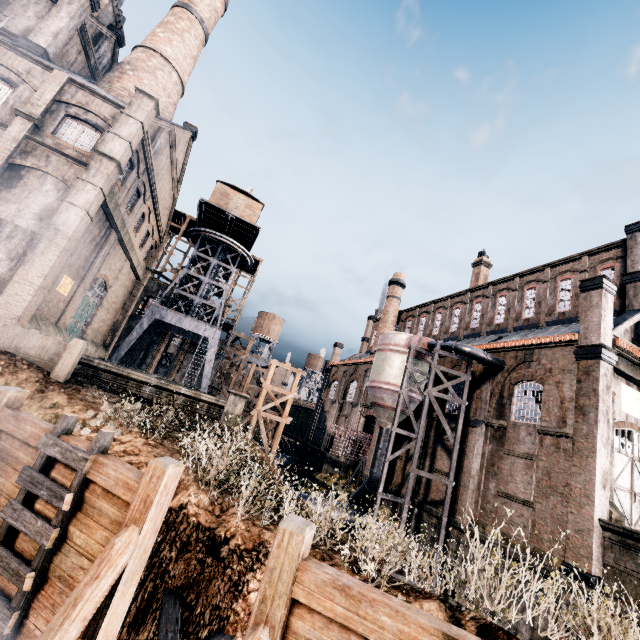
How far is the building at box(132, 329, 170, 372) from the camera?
40.3m

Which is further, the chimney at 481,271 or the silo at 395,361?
the chimney at 481,271

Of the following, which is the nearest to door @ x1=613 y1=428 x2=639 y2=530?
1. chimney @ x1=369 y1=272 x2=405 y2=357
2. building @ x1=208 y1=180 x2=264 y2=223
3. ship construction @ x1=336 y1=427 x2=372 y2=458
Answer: ship construction @ x1=336 y1=427 x2=372 y2=458

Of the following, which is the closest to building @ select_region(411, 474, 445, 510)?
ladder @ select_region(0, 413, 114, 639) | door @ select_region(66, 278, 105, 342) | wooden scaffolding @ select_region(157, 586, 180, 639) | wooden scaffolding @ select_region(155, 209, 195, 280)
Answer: wooden scaffolding @ select_region(155, 209, 195, 280)

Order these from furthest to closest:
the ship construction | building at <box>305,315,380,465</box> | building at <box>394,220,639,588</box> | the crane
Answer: building at <box>305,315,380,465</box> → the ship construction → the crane → building at <box>394,220,639,588</box>

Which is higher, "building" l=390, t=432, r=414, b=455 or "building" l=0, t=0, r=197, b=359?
"building" l=0, t=0, r=197, b=359

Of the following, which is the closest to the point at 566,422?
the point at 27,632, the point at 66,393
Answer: the point at 27,632

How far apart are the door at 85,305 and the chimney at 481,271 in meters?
36.7
